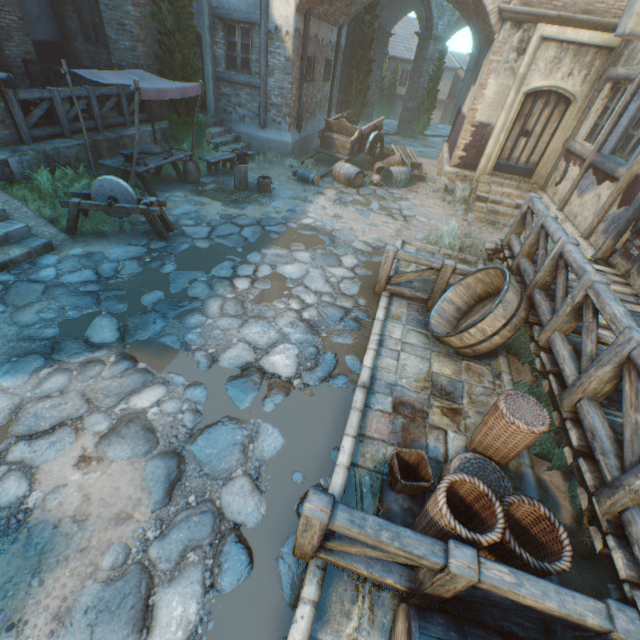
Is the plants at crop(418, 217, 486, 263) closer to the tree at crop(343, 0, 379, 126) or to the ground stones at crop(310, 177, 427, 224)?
the ground stones at crop(310, 177, 427, 224)

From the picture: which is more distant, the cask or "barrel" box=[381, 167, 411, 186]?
"barrel" box=[381, 167, 411, 186]

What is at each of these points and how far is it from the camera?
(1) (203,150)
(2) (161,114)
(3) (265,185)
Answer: (1) plants, 10.99m
(2) building, 10.49m
(3) bucket, 9.27m

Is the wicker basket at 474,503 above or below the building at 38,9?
below

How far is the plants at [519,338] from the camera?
5.1m

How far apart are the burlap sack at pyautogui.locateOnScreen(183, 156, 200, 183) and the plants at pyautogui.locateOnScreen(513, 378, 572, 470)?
9.3 meters

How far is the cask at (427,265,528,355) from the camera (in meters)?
4.30

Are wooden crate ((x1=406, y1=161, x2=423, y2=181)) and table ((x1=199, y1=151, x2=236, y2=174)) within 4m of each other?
no
